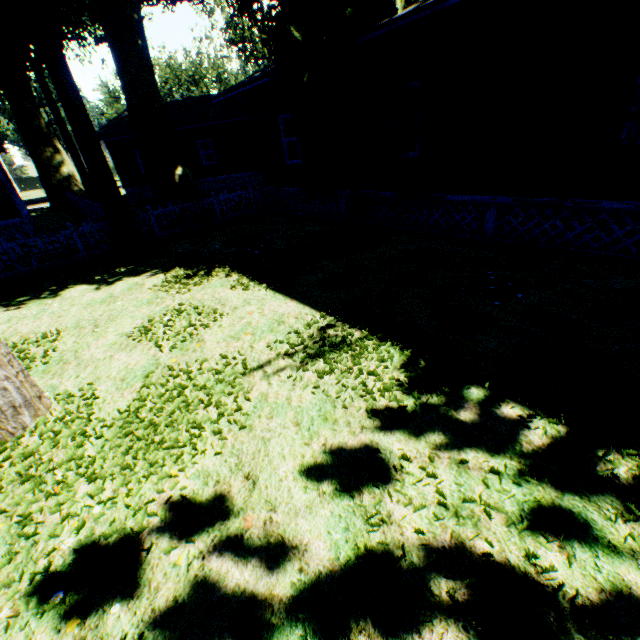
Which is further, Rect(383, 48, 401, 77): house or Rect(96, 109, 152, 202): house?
Rect(96, 109, 152, 202): house

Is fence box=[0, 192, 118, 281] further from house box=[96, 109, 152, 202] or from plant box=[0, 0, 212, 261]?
house box=[96, 109, 152, 202]

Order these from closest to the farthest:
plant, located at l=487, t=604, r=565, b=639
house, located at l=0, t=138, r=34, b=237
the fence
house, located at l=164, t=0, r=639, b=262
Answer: plant, located at l=487, t=604, r=565, b=639
house, located at l=164, t=0, r=639, b=262
the fence
house, located at l=0, t=138, r=34, b=237

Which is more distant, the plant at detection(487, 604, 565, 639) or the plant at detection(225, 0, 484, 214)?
the plant at detection(225, 0, 484, 214)

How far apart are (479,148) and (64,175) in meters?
35.0

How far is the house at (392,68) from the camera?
7.58m

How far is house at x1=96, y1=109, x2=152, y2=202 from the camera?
23.17m

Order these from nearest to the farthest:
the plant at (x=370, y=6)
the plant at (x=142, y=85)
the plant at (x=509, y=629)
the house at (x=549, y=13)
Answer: the plant at (x=509, y=629) < the house at (x=549, y=13) < the plant at (x=370, y=6) < the plant at (x=142, y=85)
